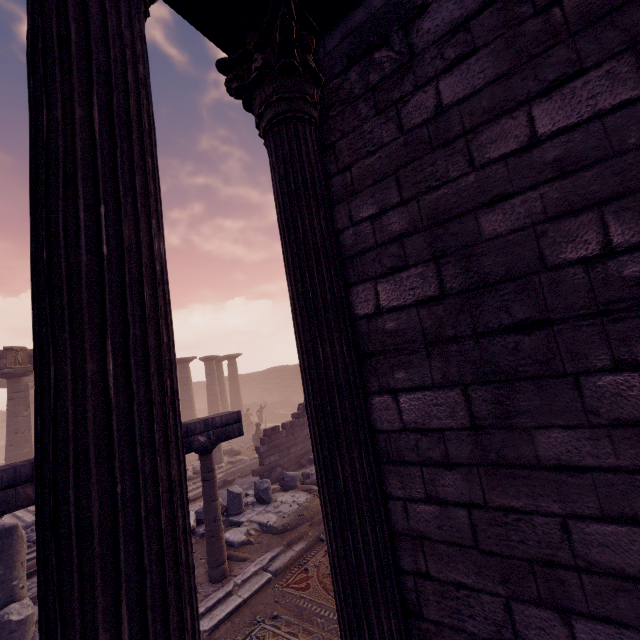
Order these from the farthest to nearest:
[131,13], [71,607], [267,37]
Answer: [267,37] < [131,13] < [71,607]

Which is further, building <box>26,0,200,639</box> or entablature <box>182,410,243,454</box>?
entablature <box>182,410,243,454</box>

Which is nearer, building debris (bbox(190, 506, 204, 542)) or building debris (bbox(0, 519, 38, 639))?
building debris (bbox(0, 519, 38, 639))

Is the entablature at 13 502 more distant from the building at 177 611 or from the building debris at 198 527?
the building at 177 611

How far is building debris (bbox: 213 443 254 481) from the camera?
14.5m

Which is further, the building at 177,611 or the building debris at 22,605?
the building debris at 22,605

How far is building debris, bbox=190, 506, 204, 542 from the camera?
8.0m

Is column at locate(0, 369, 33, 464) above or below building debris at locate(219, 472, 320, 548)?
above
